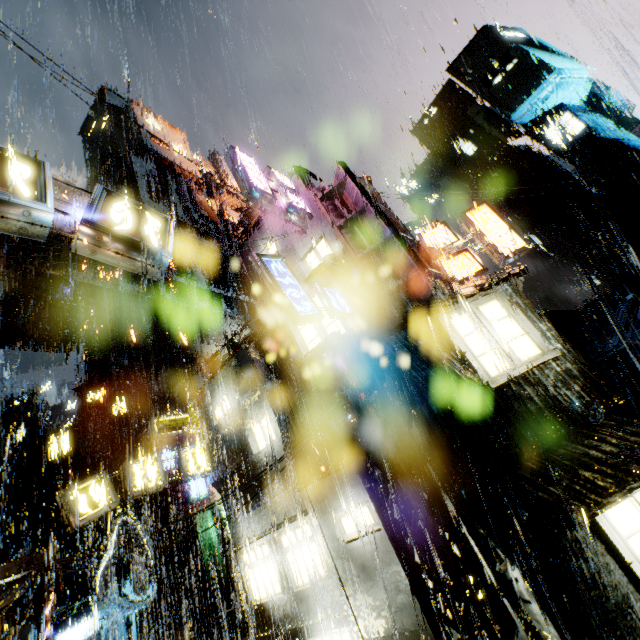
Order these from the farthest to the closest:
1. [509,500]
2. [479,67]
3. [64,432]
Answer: [479,67]
[64,432]
[509,500]

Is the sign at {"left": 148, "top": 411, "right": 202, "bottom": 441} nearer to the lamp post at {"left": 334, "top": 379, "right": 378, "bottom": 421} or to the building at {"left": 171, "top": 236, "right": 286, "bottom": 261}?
the building at {"left": 171, "top": 236, "right": 286, "bottom": 261}

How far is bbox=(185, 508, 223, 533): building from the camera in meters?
24.5 m

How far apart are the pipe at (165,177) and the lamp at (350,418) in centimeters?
4600cm

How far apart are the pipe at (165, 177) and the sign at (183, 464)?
39.1m

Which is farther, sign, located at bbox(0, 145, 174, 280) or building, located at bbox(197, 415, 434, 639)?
building, located at bbox(197, 415, 434, 639)

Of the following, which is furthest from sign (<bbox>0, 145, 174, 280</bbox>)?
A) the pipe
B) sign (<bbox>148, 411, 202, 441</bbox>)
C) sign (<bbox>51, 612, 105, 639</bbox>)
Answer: the pipe
